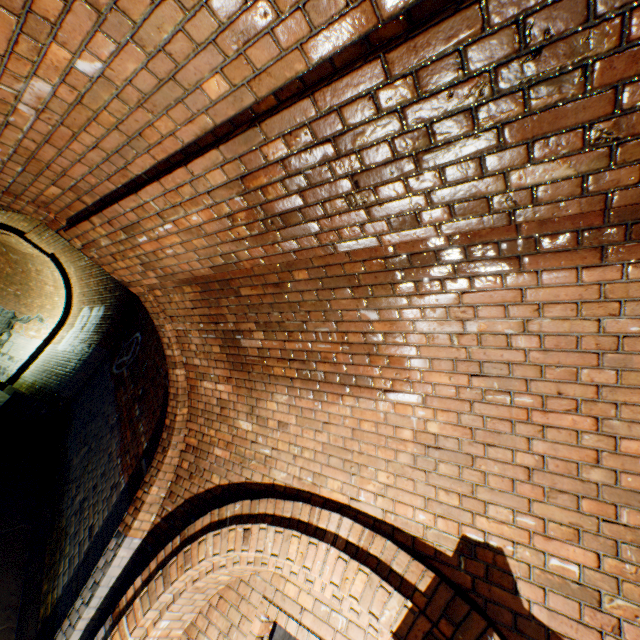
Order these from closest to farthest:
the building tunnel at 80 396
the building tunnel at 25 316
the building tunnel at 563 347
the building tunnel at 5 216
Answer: the building tunnel at 563 347 < the building tunnel at 80 396 < the building tunnel at 5 216 < the building tunnel at 25 316

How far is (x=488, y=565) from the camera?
2.0m

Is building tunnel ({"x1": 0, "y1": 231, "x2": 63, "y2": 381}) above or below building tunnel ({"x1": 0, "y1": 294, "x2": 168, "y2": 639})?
above

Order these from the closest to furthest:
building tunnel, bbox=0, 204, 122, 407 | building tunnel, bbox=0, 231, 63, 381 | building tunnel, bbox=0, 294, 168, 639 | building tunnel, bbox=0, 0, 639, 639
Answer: building tunnel, bbox=0, 0, 639, 639, building tunnel, bbox=0, 294, 168, 639, building tunnel, bbox=0, 204, 122, 407, building tunnel, bbox=0, 231, 63, 381

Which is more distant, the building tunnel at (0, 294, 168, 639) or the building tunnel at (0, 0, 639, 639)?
the building tunnel at (0, 294, 168, 639)

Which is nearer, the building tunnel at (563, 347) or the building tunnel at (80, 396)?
the building tunnel at (563, 347)
